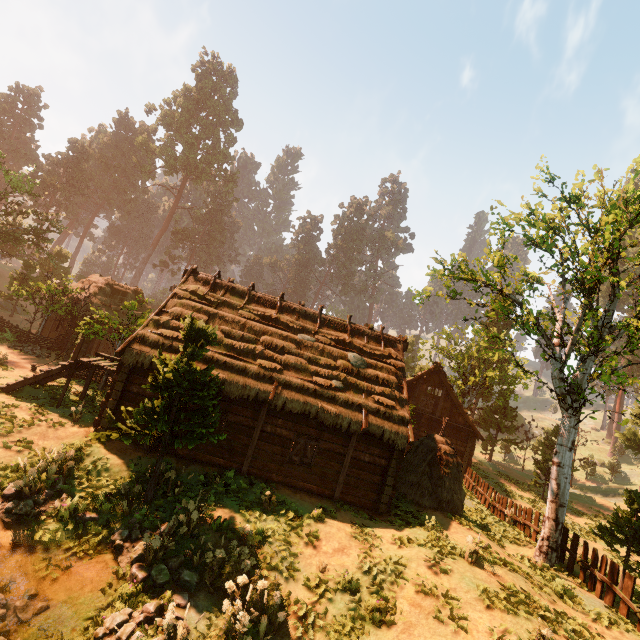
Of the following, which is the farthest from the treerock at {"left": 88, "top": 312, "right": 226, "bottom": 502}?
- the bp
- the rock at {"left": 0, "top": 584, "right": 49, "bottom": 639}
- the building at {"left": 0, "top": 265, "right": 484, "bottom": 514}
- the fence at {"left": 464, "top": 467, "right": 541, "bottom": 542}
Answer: the bp

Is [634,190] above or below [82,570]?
above

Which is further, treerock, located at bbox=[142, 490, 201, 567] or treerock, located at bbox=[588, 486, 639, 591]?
treerock, located at bbox=[588, 486, 639, 591]

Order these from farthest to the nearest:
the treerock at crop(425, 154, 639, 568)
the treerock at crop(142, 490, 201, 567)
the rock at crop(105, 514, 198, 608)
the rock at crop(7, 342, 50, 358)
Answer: the rock at crop(7, 342, 50, 358), the treerock at crop(425, 154, 639, 568), the treerock at crop(142, 490, 201, 567), the rock at crop(105, 514, 198, 608)

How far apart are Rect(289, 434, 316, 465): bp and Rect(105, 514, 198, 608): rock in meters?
4.9

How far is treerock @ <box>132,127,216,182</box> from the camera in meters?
55.5 m

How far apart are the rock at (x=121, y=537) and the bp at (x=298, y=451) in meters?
4.9 m

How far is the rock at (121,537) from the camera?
7.85m
